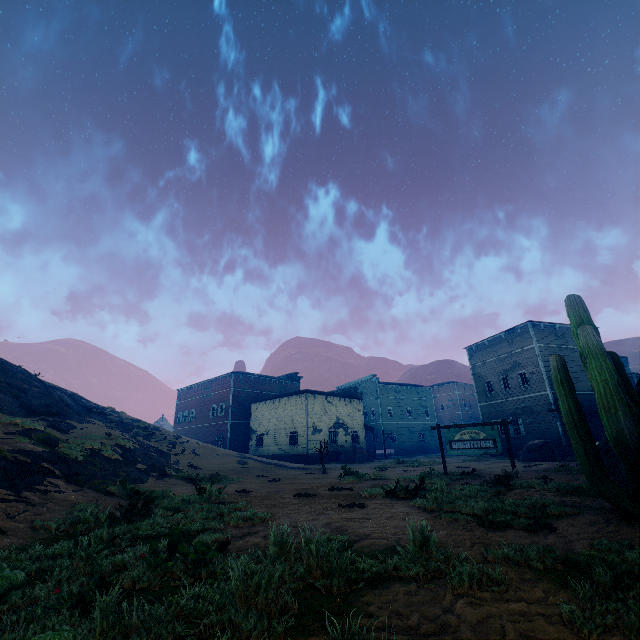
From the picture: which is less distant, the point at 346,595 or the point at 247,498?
the point at 346,595

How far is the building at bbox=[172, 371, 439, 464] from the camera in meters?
34.8

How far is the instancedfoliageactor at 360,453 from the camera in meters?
33.1 m

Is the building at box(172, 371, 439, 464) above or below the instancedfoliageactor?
above

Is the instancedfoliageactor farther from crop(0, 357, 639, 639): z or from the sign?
the sign

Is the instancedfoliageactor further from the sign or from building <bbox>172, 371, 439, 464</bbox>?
the sign

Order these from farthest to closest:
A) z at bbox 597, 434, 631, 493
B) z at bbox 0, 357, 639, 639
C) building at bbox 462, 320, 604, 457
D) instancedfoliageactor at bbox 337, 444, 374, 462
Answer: instancedfoliageactor at bbox 337, 444, 374, 462 → building at bbox 462, 320, 604, 457 → z at bbox 597, 434, 631, 493 → z at bbox 0, 357, 639, 639

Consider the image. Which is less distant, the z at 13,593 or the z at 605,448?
the z at 13,593
